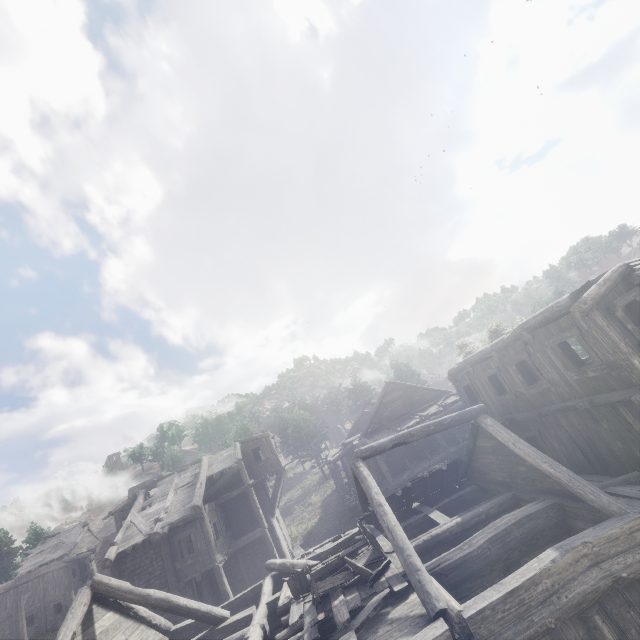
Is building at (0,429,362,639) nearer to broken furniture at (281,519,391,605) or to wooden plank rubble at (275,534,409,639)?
wooden plank rubble at (275,534,409,639)

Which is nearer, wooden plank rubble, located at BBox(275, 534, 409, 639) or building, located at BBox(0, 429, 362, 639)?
wooden plank rubble, located at BBox(275, 534, 409, 639)

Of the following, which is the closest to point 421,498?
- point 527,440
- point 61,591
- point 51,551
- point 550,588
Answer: point 527,440

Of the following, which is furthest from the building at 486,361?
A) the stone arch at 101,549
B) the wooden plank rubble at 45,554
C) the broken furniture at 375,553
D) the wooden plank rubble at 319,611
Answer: the wooden plank rubble at 45,554

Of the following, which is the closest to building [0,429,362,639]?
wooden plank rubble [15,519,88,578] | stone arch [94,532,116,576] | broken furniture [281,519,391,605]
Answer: broken furniture [281,519,391,605]

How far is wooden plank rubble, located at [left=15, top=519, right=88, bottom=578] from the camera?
34.8m

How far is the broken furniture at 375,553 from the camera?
8.78m

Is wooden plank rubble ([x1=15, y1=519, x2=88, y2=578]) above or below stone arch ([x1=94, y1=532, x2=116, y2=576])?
above
